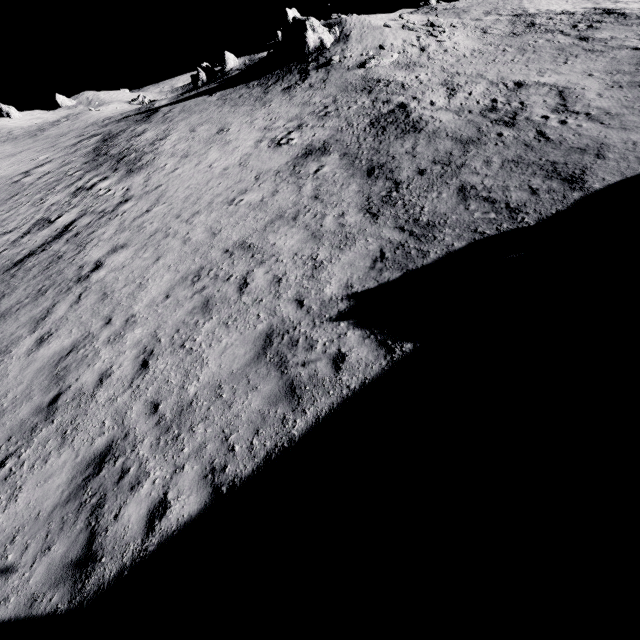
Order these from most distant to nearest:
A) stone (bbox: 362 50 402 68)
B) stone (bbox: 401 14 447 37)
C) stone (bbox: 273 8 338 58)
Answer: stone (bbox: 273 8 338 58)
stone (bbox: 401 14 447 37)
stone (bbox: 362 50 402 68)

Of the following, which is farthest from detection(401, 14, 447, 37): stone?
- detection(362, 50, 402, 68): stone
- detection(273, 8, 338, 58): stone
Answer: detection(273, 8, 338, 58): stone

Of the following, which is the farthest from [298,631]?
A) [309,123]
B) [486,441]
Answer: [309,123]

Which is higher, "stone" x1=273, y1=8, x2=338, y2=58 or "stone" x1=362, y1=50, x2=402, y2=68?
"stone" x1=273, y1=8, x2=338, y2=58

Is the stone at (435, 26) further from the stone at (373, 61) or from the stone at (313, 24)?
the stone at (313, 24)

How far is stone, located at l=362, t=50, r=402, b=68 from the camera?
23.5m

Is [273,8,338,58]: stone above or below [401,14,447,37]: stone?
above

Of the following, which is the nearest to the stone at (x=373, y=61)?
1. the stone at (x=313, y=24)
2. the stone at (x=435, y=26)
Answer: the stone at (x=435, y=26)
